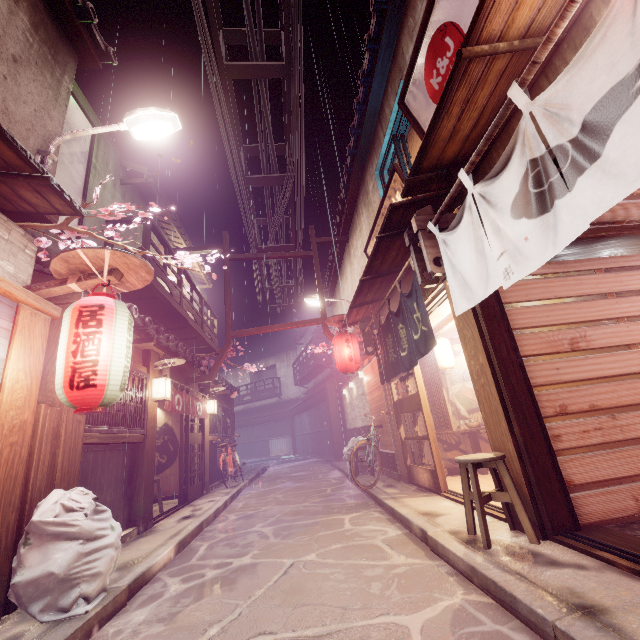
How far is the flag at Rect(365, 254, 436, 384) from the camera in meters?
8.2 m

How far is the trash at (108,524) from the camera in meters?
4.9 m

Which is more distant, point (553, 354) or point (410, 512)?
point (410, 512)

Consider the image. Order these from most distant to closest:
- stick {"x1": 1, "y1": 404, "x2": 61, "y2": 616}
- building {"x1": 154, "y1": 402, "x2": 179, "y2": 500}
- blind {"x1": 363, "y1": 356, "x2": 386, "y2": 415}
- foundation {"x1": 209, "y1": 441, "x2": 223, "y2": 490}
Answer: foundation {"x1": 209, "y1": 441, "x2": 223, "y2": 490} < building {"x1": 154, "y1": 402, "x2": 179, "y2": 500} < blind {"x1": 363, "y1": 356, "x2": 386, "y2": 415} < stick {"x1": 1, "y1": 404, "x2": 61, "y2": 616}

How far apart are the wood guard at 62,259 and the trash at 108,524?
3.7 meters

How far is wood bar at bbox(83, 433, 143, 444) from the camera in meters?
7.9 m

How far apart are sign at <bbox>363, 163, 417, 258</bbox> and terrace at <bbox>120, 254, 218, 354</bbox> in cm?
897

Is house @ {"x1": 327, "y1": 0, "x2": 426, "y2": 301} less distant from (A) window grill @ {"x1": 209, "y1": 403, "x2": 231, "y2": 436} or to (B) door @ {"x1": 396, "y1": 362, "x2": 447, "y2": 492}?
(B) door @ {"x1": 396, "y1": 362, "x2": 447, "y2": 492}
